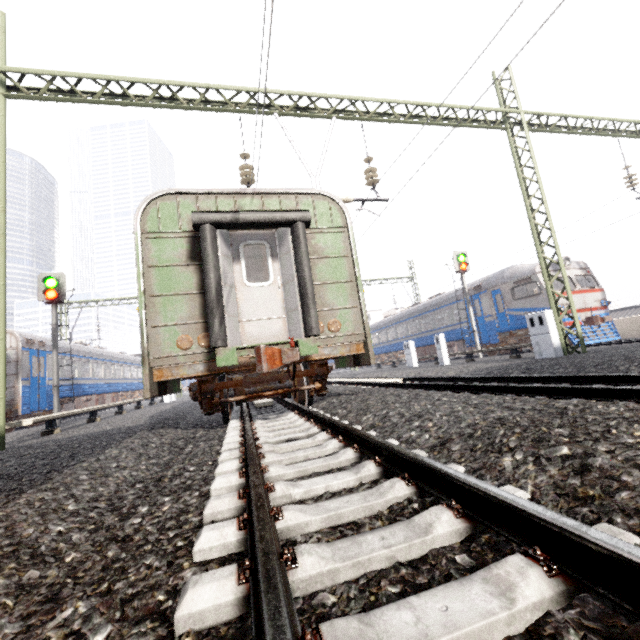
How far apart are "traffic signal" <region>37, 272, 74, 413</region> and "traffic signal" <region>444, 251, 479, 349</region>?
18.26m

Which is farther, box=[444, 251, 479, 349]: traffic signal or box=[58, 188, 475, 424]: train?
box=[444, 251, 479, 349]: traffic signal

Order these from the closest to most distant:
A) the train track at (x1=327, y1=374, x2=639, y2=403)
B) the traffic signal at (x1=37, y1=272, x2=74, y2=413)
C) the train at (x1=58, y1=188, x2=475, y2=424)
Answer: the train track at (x1=327, y1=374, x2=639, y2=403), the train at (x1=58, y1=188, x2=475, y2=424), the traffic signal at (x1=37, y1=272, x2=74, y2=413)

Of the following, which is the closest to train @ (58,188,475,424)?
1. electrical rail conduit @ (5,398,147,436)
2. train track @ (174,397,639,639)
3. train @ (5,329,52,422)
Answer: train track @ (174,397,639,639)

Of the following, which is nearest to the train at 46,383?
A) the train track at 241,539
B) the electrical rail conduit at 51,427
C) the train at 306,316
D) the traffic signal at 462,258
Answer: the train at 306,316

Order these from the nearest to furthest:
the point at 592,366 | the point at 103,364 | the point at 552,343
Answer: the point at 592,366, the point at 552,343, the point at 103,364

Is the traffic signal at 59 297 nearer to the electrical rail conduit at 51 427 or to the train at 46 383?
the train at 46 383

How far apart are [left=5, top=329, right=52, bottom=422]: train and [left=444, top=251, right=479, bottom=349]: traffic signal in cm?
2036
